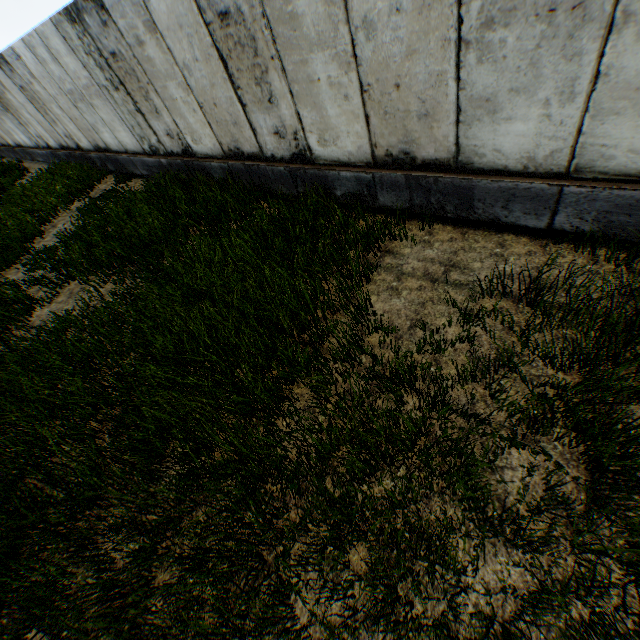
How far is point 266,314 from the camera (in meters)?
4.79
